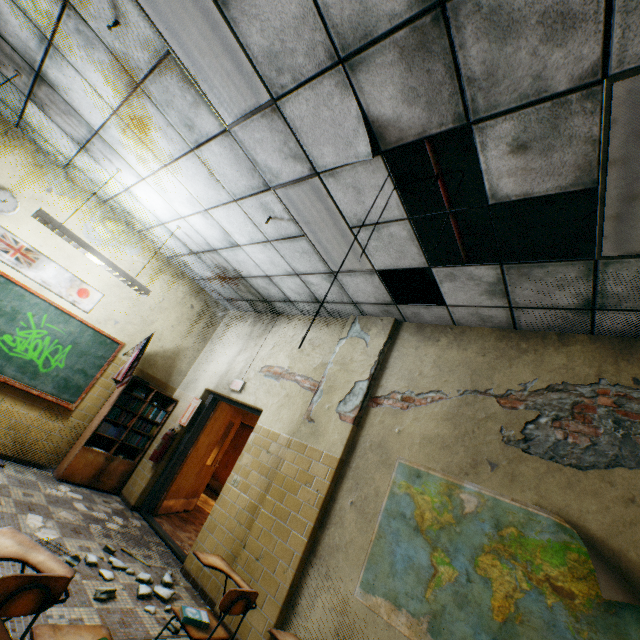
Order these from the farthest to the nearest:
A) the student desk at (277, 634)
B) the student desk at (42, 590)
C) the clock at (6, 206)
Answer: the clock at (6, 206) → the student desk at (277, 634) → the student desk at (42, 590)

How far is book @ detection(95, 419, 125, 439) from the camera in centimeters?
536cm

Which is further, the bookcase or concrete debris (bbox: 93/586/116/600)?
the bookcase

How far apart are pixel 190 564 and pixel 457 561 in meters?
3.3

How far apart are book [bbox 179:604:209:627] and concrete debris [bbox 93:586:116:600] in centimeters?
96cm

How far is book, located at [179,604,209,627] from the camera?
2.4 meters

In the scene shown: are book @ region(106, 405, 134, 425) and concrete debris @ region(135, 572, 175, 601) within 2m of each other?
no

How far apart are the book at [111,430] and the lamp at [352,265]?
4.2 meters
